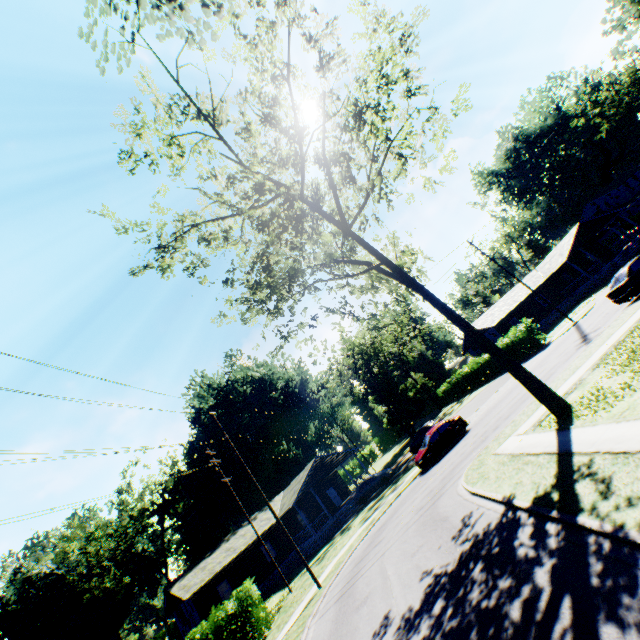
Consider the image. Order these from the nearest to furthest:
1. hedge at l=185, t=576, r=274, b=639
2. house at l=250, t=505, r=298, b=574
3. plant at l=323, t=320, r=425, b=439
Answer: hedge at l=185, t=576, r=274, b=639 → house at l=250, t=505, r=298, b=574 → plant at l=323, t=320, r=425, b=439

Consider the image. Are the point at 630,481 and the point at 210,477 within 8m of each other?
no

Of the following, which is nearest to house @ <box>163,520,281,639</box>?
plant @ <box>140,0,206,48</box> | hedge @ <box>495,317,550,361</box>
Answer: hedge @ <box>495,317,550,361</box>

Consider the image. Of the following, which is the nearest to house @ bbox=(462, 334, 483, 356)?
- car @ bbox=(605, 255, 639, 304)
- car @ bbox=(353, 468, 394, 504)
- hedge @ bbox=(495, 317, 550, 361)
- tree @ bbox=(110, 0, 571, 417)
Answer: hedge @ bbox=(495, 317, 550, 361)

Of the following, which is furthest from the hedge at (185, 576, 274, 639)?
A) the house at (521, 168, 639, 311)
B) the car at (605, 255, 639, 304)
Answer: the house at (521, 168, 639, 311)

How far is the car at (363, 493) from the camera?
31.2 meters

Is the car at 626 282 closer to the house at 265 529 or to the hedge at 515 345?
the hedge at 515 345

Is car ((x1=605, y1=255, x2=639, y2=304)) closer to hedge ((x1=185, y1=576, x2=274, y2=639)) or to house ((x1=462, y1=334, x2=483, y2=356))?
house ((x1=462, y1=334, x2=483, y2=356))
